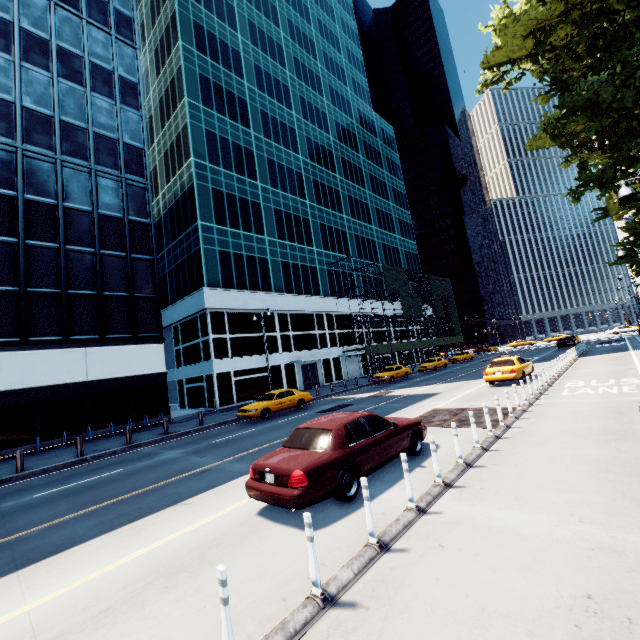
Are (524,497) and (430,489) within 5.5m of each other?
yes

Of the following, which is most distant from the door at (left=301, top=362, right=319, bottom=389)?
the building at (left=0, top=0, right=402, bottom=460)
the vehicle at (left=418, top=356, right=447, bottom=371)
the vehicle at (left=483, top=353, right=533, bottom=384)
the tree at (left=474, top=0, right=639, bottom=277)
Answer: the tree at (left=474, top=0, right=639, bottom=277)

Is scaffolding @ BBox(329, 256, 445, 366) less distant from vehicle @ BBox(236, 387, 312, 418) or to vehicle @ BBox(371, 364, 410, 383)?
vehicle @ BBox(371, 364, 410, 383)

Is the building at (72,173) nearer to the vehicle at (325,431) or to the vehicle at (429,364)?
the vehicle at (429,364)

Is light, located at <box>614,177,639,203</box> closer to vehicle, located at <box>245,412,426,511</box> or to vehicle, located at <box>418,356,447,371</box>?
vehicle, located at <box>245,412,426,511</box>

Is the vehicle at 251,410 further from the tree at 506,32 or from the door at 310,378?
the tree at 506,32

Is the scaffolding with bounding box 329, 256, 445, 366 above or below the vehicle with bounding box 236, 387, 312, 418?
above

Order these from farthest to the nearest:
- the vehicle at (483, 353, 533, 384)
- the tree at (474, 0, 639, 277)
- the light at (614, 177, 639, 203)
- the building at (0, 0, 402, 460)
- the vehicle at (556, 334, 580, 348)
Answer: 1. the vehicle at (556, 334, 580, 348)
2. the building at (0, 0, 402, 460)
3. the vehicle at (483, 353, 533, 384)
4. the tree at (474, 0, 639, 277)
5. the light at (614, 177, 639, 203)
